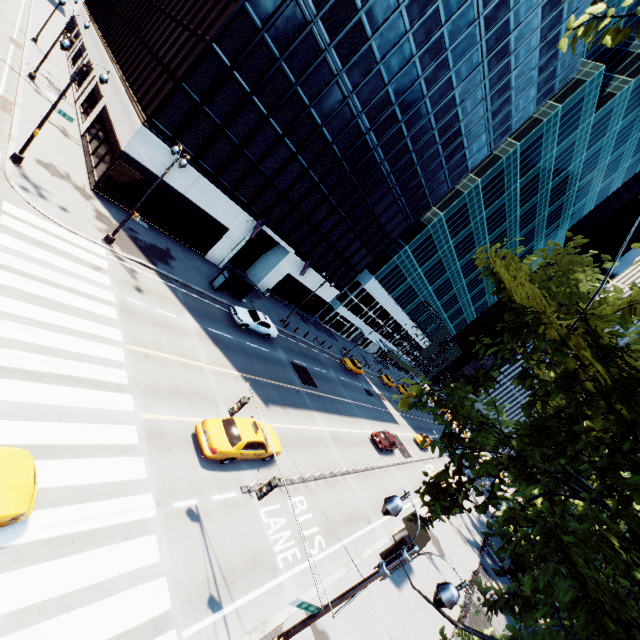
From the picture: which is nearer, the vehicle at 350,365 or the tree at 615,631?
the tree at 615,631

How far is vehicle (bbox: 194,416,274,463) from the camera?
13.6 meters

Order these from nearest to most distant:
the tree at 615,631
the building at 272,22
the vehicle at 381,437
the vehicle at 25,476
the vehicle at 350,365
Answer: the tree at 615,631 < the vehicle at 25,476 < the building at 272,22 < the vehicle at 381,437 < the vehicle at 350,365

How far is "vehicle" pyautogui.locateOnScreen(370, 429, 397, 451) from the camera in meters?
30.6

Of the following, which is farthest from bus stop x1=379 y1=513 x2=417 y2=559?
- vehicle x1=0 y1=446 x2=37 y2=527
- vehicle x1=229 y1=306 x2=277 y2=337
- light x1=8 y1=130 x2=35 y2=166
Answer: vehicle x1=0 y1=446 x2=37 y2=527

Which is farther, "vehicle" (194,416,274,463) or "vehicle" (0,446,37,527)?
"vehicle" (194,416,274,463)

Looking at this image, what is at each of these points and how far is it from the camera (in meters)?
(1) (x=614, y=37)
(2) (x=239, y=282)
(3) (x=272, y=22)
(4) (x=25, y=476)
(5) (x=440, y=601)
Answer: (1) tree, 3.96
(2) bus stop, 29.08
(3) building, 21.31
(4) vehicle, 7.94
(5) light, 6.62

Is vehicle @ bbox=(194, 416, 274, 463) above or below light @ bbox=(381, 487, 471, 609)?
below
